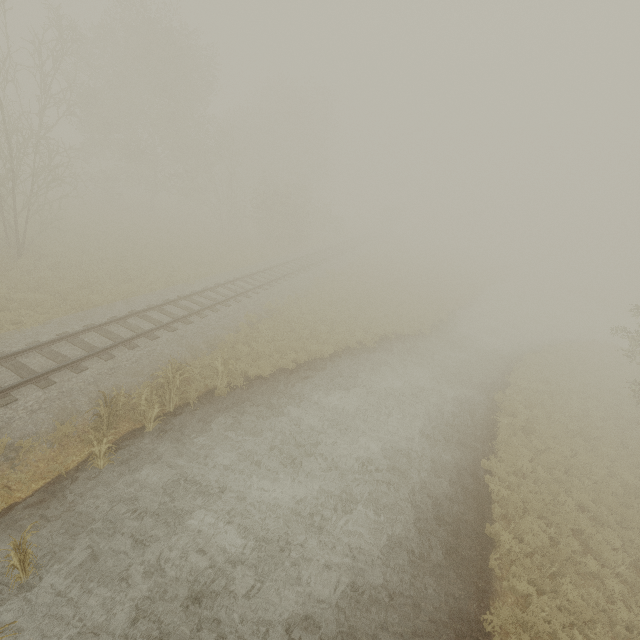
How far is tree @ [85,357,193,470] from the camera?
8.3 meters

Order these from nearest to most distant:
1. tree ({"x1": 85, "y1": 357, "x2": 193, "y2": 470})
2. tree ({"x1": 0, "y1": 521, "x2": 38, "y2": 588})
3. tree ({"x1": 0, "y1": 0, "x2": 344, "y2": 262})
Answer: tree ({"x1": 0, "y1": 521, "x2": 38, "y2": 588}) < tree ({"x1": 85, "y1": 357, "x2": 193, "y2": 470}) < tree ({"x1": 0, "y1": 0, "x2": 344, "y2": 262})

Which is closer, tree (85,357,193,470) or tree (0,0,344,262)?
tree (85,357,193,470)

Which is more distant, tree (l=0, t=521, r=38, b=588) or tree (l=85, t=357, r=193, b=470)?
tree (l=85, t=357, r=193, b=470)

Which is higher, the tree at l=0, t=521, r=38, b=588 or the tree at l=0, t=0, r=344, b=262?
the tree at l=0, t=0, r=344, b=262

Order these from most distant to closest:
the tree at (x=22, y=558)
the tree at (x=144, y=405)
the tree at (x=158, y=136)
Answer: the tree at (x=158, y=136), the tree at (x=144, y=405), the tree at (x=22, y=558)

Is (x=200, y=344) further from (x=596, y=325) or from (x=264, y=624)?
(x=596, y=325)

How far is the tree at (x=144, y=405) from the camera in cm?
829
